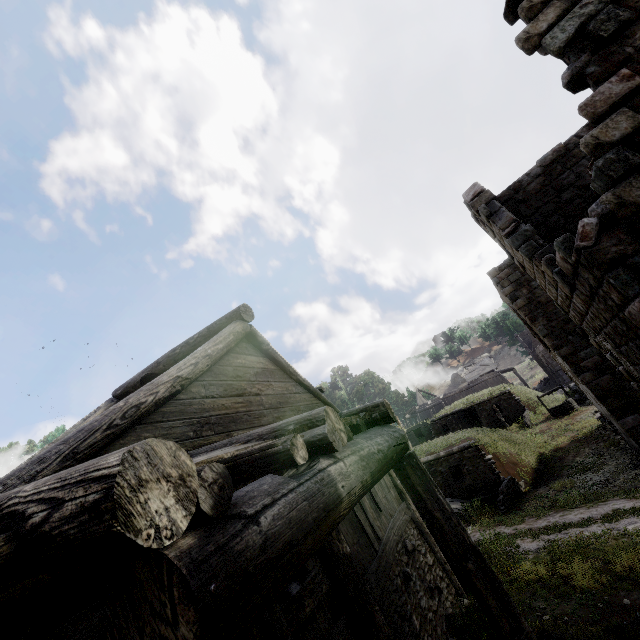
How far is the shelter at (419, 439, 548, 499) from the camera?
17.3m

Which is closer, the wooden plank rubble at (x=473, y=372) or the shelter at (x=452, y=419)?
the shelter at (x=452, y=419)

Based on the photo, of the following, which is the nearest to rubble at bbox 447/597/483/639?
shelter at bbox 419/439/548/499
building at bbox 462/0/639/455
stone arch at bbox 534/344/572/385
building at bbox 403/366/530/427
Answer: shelter at bbox 419/439/548/499

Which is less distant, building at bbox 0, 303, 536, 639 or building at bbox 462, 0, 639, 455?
building at bbox 0, 303, 536, 639

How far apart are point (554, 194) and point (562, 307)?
3.3m

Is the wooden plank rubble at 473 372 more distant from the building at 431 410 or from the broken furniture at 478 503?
the broken furniture at 478 503

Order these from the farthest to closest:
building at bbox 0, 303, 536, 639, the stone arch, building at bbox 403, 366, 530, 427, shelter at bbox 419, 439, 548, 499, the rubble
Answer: building at bbox 403, 366, 530, 427 < the stone arch < shelter at bbox 419, 439, 548, 499 < the rubble < building at bbox 0, 303, 536, 639

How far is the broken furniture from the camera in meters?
15.1 m
